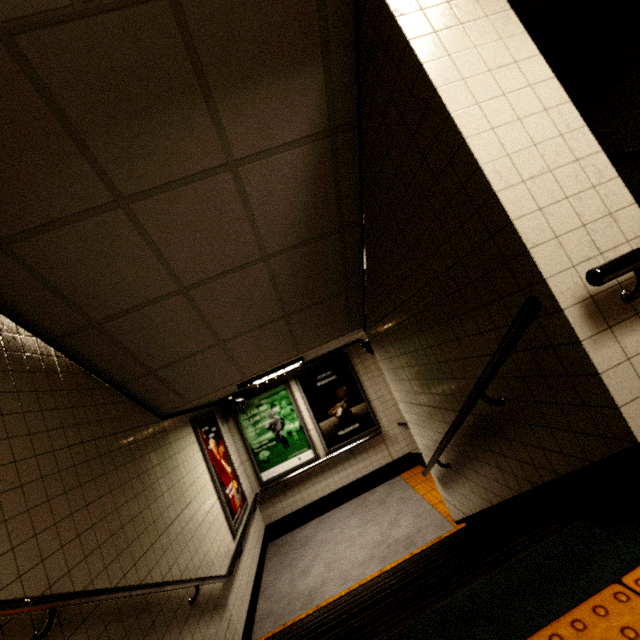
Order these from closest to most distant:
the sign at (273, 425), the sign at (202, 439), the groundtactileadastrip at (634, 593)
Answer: the groundtactileadastrip at (634, 593)
the sign at (202, 439)
the sign at (273, 425)

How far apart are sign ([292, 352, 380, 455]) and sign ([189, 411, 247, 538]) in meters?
1.7

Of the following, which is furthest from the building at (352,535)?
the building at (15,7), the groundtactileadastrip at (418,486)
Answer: the building at (15,7)

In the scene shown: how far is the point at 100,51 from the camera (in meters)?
1.55

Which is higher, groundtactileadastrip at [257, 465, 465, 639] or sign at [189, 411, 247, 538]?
sign at [189, 411, 247, 538]

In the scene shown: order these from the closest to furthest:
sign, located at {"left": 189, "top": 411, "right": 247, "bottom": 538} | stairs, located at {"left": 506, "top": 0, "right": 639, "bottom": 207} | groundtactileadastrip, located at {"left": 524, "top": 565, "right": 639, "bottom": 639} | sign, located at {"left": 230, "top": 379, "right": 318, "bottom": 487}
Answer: groundtactileadastrip, located at {"left": 524, "top": 565, "right": 639, "bottom": 639}
stairs, located at {"left": 506, "top": 0, "right": 639, "bottom": 207}
sign, located at {"left": 189, "top": 411, "right": 247, "bottom": 538}
sign, located at {"left": 230, "top": 379, "right": 318, "bottom": 487}

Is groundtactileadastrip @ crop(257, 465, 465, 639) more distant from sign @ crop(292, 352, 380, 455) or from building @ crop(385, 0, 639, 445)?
building @ crop(385, 0, 639, 445)

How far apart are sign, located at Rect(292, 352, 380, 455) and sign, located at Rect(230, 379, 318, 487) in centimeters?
13cm
